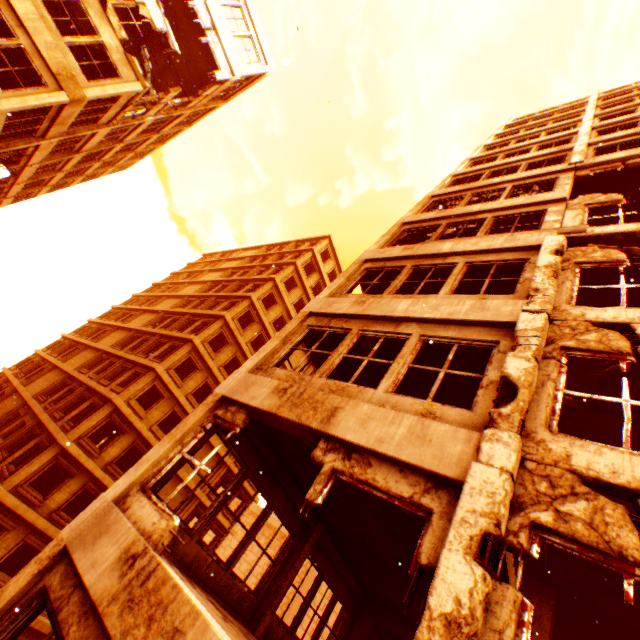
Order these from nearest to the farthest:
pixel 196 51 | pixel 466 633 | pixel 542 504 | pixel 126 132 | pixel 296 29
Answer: pixel 466 633
pixel 542 504
pixel 296 29
pixel 196 51
pixel 126 132

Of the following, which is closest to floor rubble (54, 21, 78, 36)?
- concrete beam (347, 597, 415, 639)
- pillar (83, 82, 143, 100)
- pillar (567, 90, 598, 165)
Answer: pillar (83, 82, 143, 100)

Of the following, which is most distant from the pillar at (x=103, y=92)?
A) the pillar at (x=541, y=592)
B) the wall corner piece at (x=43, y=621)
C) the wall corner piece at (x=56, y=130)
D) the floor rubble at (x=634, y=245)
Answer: the pillar at (x=541, y=592)

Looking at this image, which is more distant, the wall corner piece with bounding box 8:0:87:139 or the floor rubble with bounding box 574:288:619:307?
the wall corner piece with bounding box 8:0:87:139

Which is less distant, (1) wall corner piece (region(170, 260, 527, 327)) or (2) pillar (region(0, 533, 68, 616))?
(2) pillar (region(0, 533, 68, 616))

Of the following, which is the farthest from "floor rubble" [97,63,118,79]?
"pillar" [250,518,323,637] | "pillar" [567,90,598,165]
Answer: "pillar" [250,518,323,637]

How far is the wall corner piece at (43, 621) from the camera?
16.83m

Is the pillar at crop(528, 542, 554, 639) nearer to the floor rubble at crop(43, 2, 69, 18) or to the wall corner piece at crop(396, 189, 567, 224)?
the wall corner piece at crop(396, 189, 567, 224)
